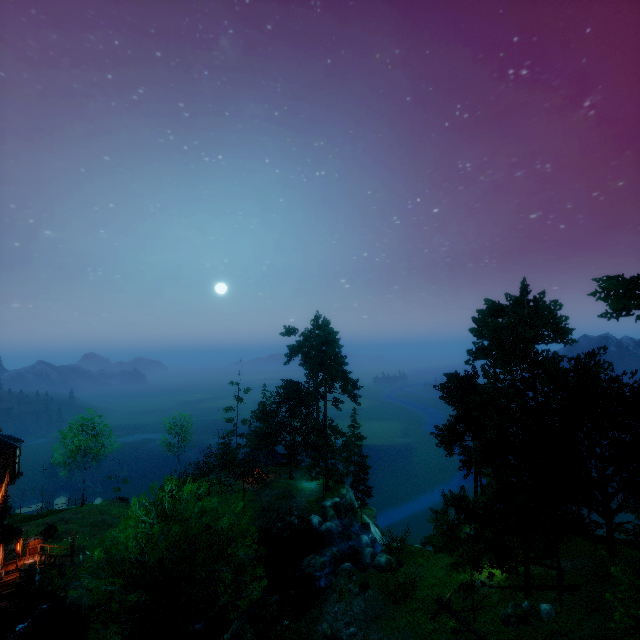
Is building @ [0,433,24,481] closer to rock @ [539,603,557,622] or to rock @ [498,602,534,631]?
rock @ [498,602,534,631]

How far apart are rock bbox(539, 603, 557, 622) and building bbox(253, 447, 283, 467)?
35.5 meters

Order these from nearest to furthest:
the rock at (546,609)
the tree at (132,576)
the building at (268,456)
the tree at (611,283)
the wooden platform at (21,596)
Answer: the tree at (132,576), the rock at (546,609), the wooden platform at (21,596), the tree at (611,283), the building at (268,456)

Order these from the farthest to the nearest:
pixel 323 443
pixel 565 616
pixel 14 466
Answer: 1. pixel 323 443
2. pixel 14 466
3. pixel 565 616

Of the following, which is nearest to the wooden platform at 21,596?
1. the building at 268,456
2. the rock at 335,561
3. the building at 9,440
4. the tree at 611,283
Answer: the building at 9,440

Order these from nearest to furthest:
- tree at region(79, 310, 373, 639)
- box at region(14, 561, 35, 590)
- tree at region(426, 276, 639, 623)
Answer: tree at region(79, 310, 373, 639), tree at region(426, 276, 639, 623), box at region(14, 561, 35, 590)

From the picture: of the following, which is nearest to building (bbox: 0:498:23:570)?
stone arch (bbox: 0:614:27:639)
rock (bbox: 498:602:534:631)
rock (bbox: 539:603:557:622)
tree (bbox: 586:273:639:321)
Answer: stone arch (bbox: 0:614:27:639)

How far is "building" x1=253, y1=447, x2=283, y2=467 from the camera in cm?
4822
